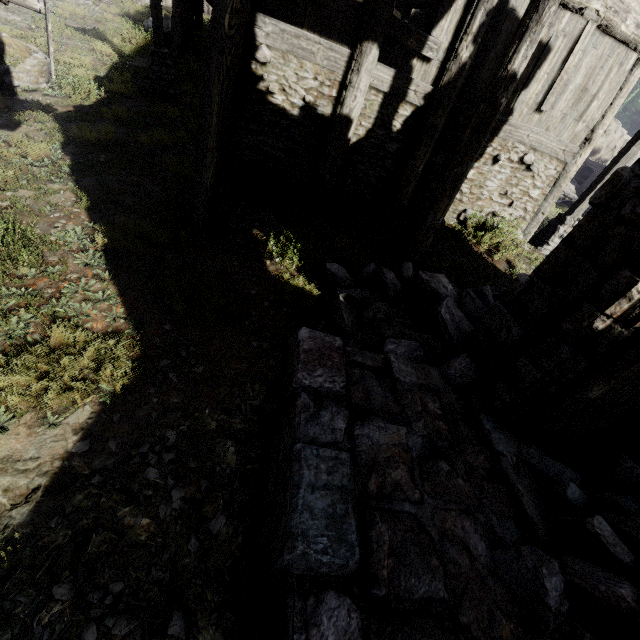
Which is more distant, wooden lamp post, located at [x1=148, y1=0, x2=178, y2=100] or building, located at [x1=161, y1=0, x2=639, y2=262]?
wooden lamp post, located at [x1=148, y1=0, x2=178, y2=100]

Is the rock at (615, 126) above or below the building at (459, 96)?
above

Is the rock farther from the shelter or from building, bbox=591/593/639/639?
the shelter

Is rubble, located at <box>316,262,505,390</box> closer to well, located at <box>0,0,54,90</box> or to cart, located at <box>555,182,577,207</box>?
well, located at <box>0,0,54,90</box>

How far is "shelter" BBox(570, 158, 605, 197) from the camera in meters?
20.3 m

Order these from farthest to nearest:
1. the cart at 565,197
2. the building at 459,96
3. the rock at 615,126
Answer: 1. the rock at 615,126
2. the cart at 565,197
3. the building at 459,96

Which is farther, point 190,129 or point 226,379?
point 190,129

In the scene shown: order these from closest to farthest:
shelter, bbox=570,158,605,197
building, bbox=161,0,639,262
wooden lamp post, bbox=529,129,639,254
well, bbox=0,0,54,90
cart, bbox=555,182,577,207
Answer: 1. building, bbox=161,0,639,262
2. well, bbox=0,0,54,90
3. wooden lamp post, bbox=529,129,639,254
4. cart, bbox=555,182,577,207
5. shelter, bbox=570,158,605,197
